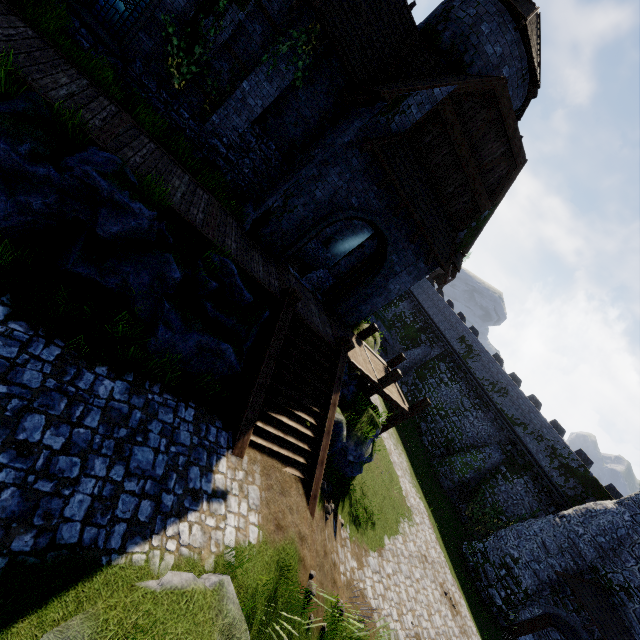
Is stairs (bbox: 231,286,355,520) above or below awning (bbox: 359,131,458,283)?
below

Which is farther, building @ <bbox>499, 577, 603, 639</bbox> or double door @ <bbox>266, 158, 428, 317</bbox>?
building @ <bbox>499, 577, 603, 639</bbox>

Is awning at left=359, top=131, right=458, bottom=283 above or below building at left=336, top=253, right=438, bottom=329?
above

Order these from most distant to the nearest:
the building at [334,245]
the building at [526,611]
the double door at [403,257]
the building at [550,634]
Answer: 1. the building at [550,634]
2. the building at [526,611]
3. the building at [334,245]
4. the double door at [403,257]

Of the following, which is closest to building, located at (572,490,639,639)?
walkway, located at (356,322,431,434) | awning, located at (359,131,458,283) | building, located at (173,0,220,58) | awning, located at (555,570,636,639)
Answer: awning, located at (555,570,636,639)

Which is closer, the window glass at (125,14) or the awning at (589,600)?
the window glass at (125,14)

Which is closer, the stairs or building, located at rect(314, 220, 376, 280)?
the stairs

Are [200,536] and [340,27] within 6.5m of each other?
no
